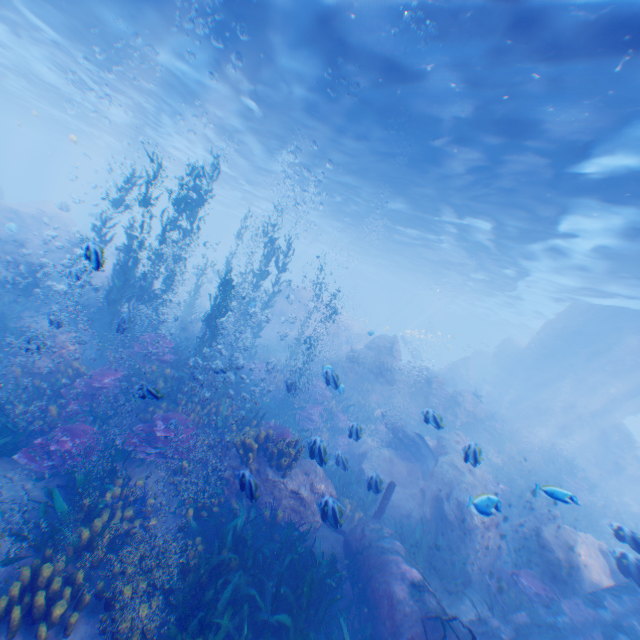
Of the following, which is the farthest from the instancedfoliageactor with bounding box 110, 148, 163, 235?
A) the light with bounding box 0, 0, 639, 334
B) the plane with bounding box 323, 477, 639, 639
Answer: the light with bounding box 0, 0, 639, 334

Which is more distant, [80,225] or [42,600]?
[80,225]

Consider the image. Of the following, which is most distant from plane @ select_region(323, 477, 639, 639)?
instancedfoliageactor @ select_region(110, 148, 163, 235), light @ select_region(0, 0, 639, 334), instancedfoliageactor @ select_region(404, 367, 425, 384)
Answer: instancedfoliageactor @ select_region(404, 367, 425, 384)

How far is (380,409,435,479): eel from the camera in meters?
13.2

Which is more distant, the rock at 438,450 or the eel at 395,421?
the eel at 395,421

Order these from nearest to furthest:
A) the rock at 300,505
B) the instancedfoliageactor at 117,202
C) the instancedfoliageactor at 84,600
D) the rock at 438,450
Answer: the instancedfoliageactor at 84,600, the rock at 300,505, the rock at 438,450, the instancedfoliageactor at 117,202
